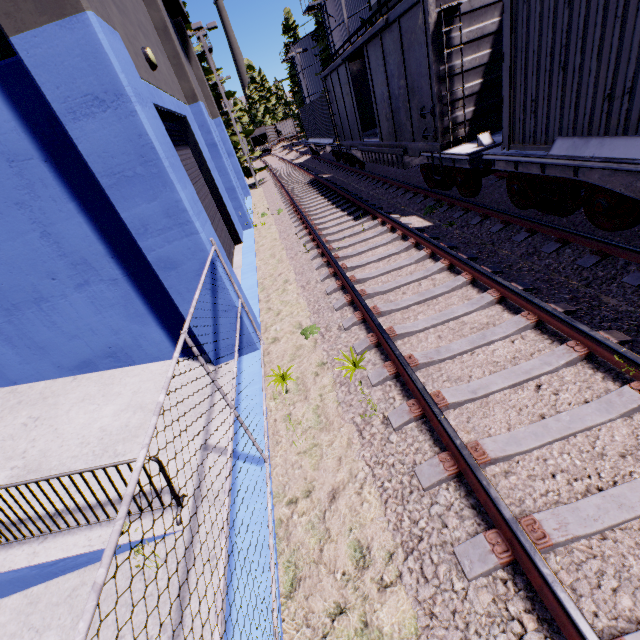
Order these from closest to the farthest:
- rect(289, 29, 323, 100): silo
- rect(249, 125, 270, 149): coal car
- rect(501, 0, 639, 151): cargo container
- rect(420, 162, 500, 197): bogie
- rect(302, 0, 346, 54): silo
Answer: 1. rect(501, 0, 639, 151): cargo container
2. rect(420, 162, 500, 197): bogie
3. rect(302, 0, 346, 54): silo
4. rect(289, 29, 323, 100): silo
5. rect(249, 125, 270, 149): coal car

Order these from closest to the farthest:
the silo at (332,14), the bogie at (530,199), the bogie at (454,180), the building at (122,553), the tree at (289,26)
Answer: the building at (122,553) → the bogie at (530,199) → the bogie at (454,180) → the silo at (332,14) → the tree at (289,26)

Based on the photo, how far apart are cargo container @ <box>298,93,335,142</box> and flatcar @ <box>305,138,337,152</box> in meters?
0.0

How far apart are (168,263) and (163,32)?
11.2m

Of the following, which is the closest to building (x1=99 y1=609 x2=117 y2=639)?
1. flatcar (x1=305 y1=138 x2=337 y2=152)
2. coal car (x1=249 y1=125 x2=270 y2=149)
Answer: flatcar (x1=305 y1=138 x2=337 y2=152)

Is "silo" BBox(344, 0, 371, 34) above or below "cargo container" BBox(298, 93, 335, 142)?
above

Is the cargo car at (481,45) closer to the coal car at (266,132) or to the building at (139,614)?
the building at (139,614)

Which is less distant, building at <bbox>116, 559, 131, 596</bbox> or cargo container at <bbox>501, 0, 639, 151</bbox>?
building at <bbox>116, 559, 131, 596</bbox>
